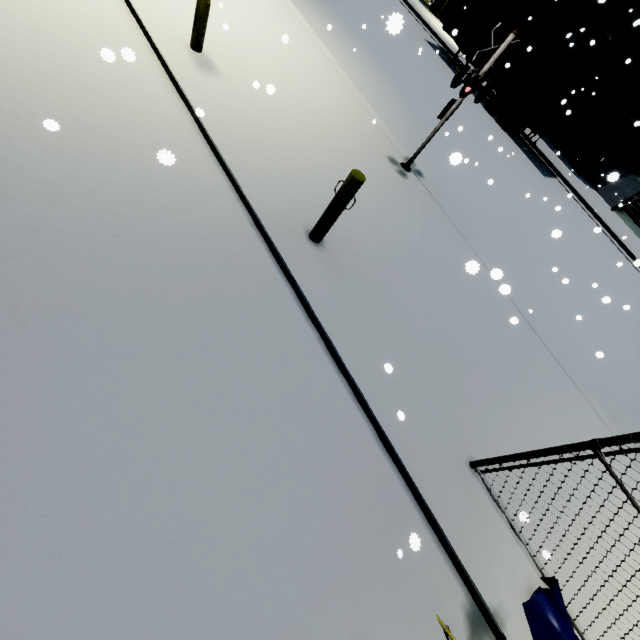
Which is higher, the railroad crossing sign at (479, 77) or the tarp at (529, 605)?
the railroad crossing sign at (479, 77)

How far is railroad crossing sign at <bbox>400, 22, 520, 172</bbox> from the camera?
5.7 meters

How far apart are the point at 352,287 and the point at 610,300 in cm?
730

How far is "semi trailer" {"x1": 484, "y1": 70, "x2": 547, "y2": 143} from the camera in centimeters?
1664cm

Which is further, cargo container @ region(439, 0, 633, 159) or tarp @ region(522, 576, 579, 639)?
cargo container @ region(439, 0, 633, 159)

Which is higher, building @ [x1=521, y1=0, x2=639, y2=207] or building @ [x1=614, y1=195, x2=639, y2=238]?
building @ [x1=521, y1=0, x2=639, y2=207]

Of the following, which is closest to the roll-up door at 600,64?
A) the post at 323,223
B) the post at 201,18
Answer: the post at 201,18

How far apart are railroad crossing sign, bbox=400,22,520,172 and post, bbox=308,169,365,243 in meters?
3.8
